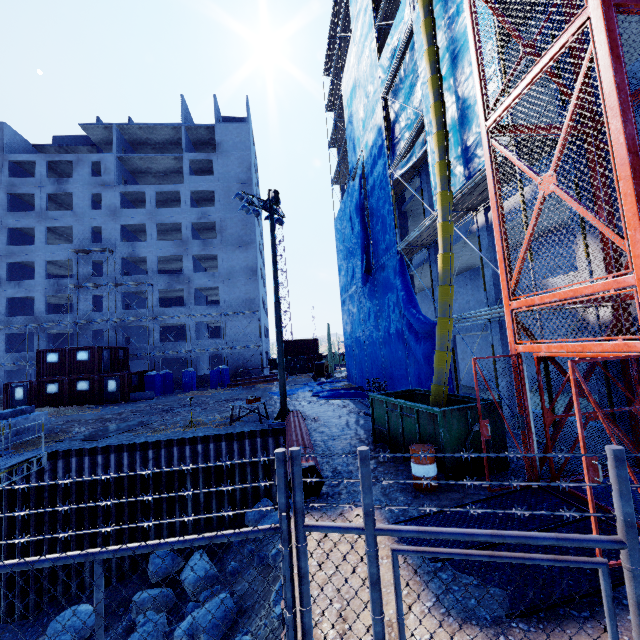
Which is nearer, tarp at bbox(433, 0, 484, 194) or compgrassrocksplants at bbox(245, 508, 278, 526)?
tarp at bbox(433, 0, 484, 194)

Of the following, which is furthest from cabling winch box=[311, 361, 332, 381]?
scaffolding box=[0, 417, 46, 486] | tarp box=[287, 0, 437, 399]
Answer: scaffolding box=[0, 417, 46, 486]

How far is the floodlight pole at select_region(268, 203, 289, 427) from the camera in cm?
1499

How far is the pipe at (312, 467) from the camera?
7.2 meters

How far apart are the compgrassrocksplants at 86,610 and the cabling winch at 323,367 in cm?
2357

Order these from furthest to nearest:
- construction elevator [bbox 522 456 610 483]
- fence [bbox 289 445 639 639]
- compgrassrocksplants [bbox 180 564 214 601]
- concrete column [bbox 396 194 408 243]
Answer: concrete column [bbox 396 194 408 243], compgrassrocksplants [bbox 180 564 214 601], construction elevator [bbox 522 456 610 483], fence [bbox 289 445 639 639]

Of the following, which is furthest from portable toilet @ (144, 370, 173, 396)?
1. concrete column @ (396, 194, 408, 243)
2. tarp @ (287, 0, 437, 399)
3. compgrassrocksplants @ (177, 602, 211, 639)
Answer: compgrassrocksplants @ (177, 602, 211, 639)

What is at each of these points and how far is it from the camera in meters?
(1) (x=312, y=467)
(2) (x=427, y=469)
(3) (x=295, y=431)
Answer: (1) pipe, 7.2
(2) barrel, 7.1
(3) pipe, 10.7
